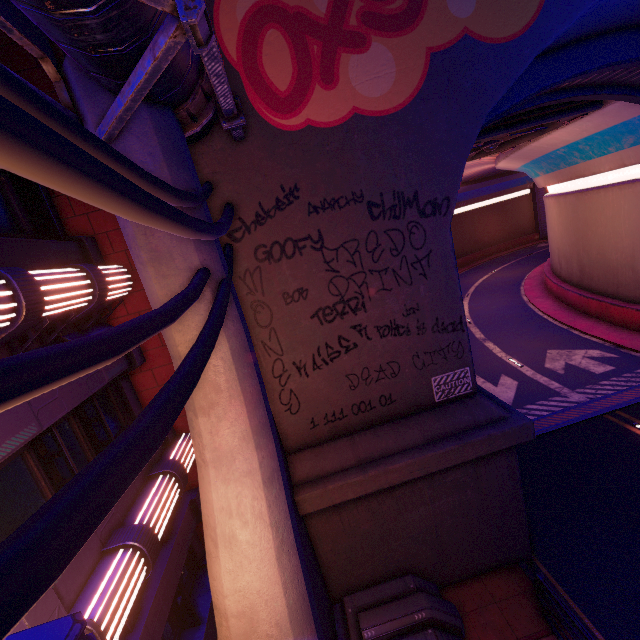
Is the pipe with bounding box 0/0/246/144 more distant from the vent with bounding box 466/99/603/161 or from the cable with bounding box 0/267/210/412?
the vent with bounding box 466/99/603/161

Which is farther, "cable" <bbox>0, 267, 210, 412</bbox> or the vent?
the vent

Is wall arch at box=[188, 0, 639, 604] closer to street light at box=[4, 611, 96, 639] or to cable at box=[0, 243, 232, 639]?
cable at box=[0, 243, 232, 639]

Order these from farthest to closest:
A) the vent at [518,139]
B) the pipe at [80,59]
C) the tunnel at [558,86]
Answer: the vent at [518,139] < the tunnel at [558,86] < the pipe at [80,59]

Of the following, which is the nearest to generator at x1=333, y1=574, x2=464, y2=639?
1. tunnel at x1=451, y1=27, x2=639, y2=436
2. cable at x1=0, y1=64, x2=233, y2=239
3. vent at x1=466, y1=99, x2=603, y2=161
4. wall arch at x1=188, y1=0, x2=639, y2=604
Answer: wall arch at x1=188, y1=0, x2=639, y2=604

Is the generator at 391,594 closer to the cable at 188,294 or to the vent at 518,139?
the cable at 188,294

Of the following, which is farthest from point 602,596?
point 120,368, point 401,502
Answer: point 120,368

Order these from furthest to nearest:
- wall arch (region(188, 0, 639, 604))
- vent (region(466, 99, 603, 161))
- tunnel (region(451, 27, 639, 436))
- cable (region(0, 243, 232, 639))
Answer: vent (region(466, 99, 603, 161)) → tunnel (region(451, 27, 639, 436)) → wall arch (region(188, 0, 639, 604)) → cable (region(0, 243, 232, 639))
